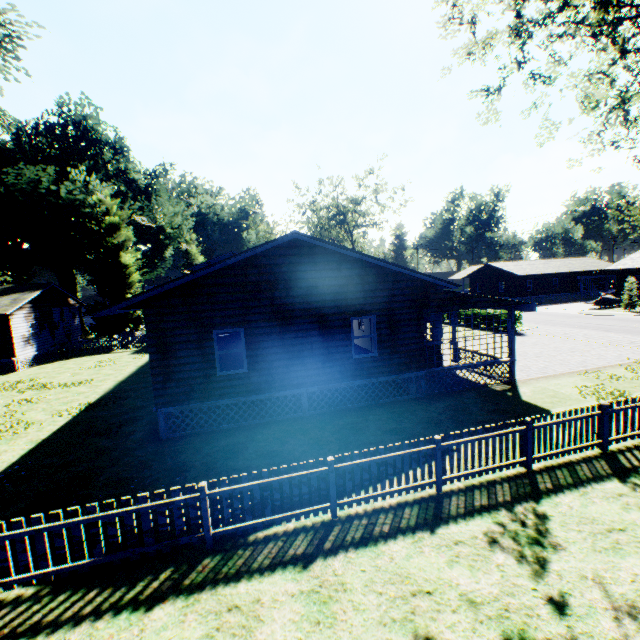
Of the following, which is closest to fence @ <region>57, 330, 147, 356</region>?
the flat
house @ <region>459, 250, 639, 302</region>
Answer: the flat

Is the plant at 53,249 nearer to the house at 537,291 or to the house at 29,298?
the house at 29,298

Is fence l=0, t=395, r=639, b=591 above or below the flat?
below

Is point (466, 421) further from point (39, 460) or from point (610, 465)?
point (39, 460)

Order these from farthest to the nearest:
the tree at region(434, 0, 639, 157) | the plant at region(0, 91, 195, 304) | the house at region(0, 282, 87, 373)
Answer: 1. the plant at region(0, 91, 195, 304)
2. the house at region(0, 282, 87, 373)
3. the tree at region(434, 0, 639, 157)

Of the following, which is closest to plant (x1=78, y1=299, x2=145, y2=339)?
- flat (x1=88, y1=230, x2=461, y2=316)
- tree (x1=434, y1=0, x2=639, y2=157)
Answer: tree (x1=434, y1=0, x2=639, y2=157)

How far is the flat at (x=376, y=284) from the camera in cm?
1044

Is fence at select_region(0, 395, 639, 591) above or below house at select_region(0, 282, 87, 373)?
below
